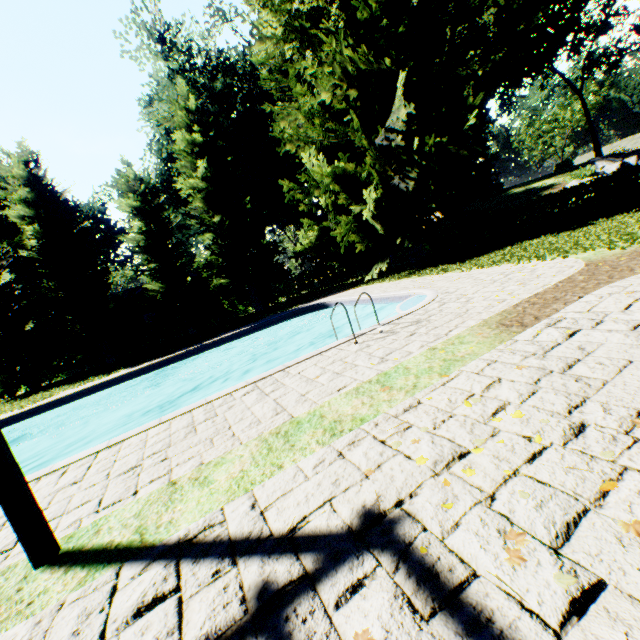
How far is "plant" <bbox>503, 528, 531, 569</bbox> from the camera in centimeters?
166cm

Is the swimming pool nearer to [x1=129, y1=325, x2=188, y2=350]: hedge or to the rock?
[x1=129, y1=325, x2=188, y2=350]: hedge

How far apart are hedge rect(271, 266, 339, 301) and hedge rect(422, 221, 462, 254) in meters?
11.6

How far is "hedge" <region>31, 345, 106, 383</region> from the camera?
21.36m

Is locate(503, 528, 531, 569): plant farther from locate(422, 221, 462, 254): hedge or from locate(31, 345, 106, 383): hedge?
locate(422, 221, 462, 254): hedge

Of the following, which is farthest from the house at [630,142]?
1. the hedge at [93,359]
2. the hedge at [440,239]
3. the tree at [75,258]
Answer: the hedge at [93,359]

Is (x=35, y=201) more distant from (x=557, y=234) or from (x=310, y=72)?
(x=557, y=234)

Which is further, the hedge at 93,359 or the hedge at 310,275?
the hedge at 310,275
